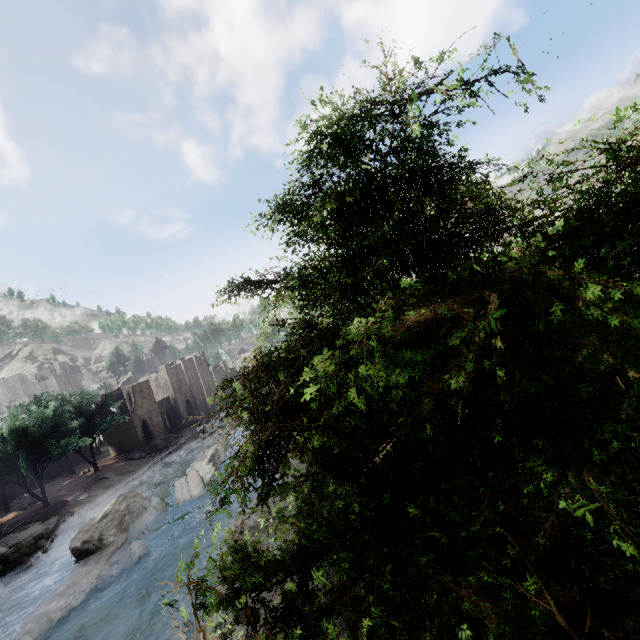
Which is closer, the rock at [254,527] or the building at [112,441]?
the rock at [254,527]

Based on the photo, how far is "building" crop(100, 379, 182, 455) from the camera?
50.8m

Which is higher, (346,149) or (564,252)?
(346,149)

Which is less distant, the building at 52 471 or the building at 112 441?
the building at 52 471

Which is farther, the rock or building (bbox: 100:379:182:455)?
building (bbox: 100:379:182:455)

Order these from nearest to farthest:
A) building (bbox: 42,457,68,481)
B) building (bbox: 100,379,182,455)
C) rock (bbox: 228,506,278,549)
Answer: rock (bbox: 228,506,278,549) < building (bbox: 42,457,68,481) < building (bbox: 100,379,182,455)

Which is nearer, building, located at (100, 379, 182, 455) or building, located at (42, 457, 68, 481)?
building, located at (42, 457, 68, 481)
